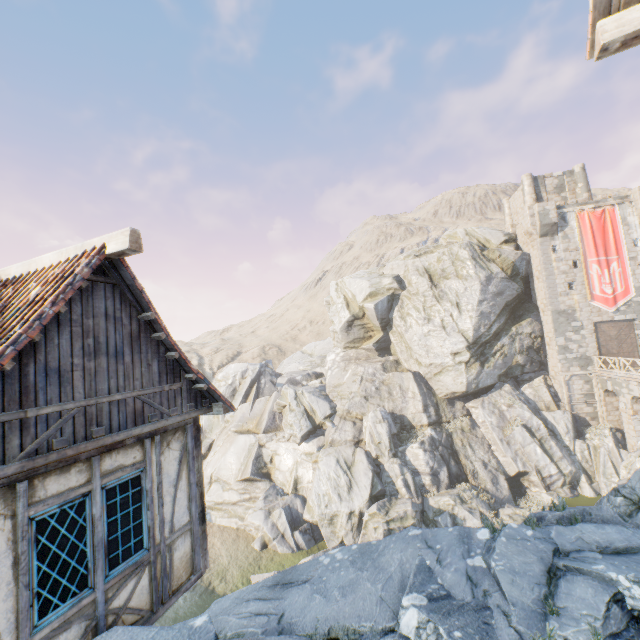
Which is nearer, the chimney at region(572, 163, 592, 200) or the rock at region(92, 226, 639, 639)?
the rock at region(92, 226, 639, 639)

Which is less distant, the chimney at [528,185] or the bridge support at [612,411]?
the bridge support at [612,411]

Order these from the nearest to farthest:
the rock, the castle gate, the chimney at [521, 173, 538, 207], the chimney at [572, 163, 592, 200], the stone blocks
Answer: the rock < the stone blocks < the castle gate < the chimney at [572, 163, 592, 200] < the chimney at [521, 173, 538, 207]

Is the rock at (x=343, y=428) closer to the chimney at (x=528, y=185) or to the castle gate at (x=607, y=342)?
the chimney at (x=528, y=185)

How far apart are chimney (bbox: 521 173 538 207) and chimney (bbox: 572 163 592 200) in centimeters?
319cm

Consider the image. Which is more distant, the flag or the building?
the flag

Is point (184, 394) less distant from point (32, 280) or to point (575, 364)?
point (32, 280)

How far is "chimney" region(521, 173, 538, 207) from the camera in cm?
3275
